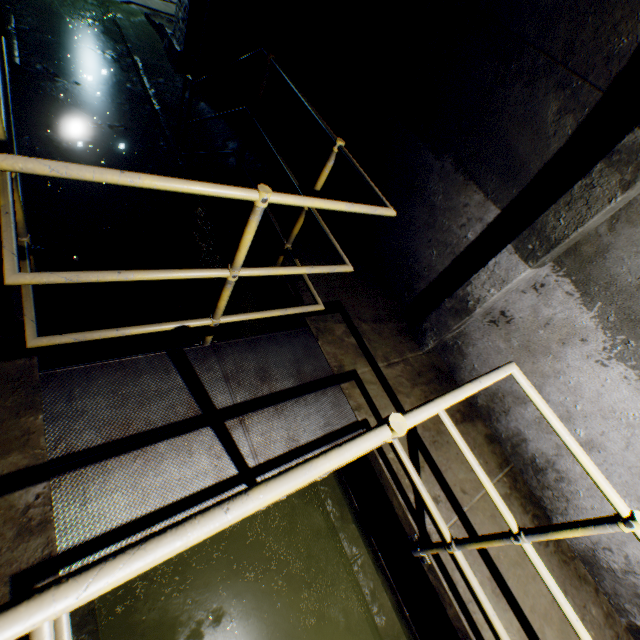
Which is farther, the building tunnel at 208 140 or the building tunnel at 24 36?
the building tunnel at 208 140

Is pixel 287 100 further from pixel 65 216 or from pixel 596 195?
pixel 596 195

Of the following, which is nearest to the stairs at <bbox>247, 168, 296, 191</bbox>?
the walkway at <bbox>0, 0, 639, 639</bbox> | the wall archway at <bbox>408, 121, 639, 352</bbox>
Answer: the walkway at <bbox>0, 0, 639, 639</bbox>

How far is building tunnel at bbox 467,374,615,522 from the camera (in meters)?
2.55

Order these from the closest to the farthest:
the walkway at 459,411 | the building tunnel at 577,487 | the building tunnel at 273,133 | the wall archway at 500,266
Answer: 1. the walkway at 459,411
2. the wall archway at 500,266
3. the building tunnel at 577,487
4. the building tunnel at 273,133

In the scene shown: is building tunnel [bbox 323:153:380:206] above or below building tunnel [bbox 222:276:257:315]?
above

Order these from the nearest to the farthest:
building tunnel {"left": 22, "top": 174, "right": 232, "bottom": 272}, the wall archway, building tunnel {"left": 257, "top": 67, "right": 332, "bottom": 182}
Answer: the wall archway
building tunnel {"left": 22, "top": 174, "right": 232, "bottom": 272}
building tunnel {"left": 257, "top": 67, "right": 332, "bottom": 182}
